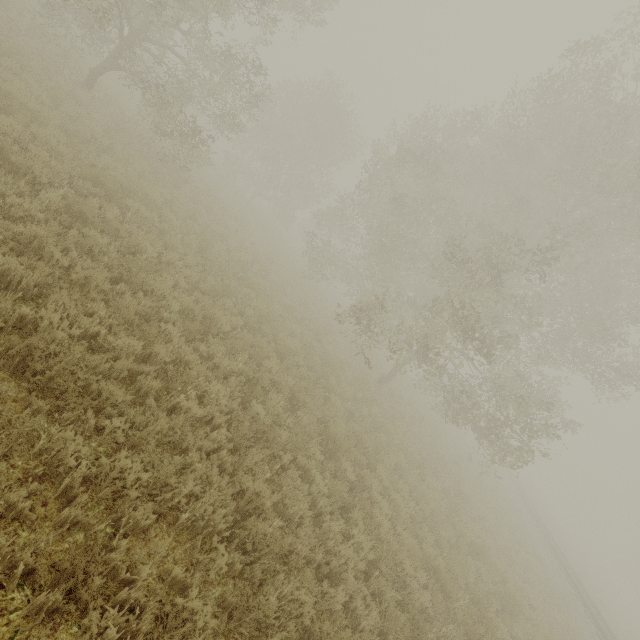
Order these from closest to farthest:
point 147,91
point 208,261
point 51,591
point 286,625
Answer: point 51,591
point 286,625
point 208,261
point 147,91
